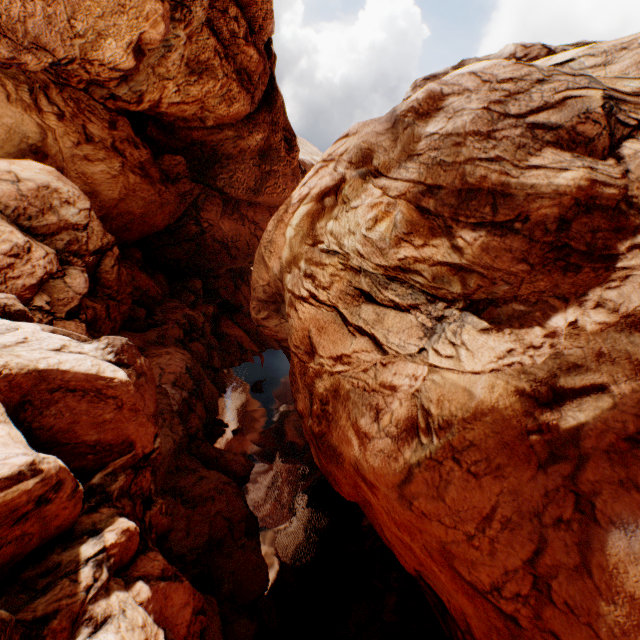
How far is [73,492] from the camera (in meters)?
7.36
